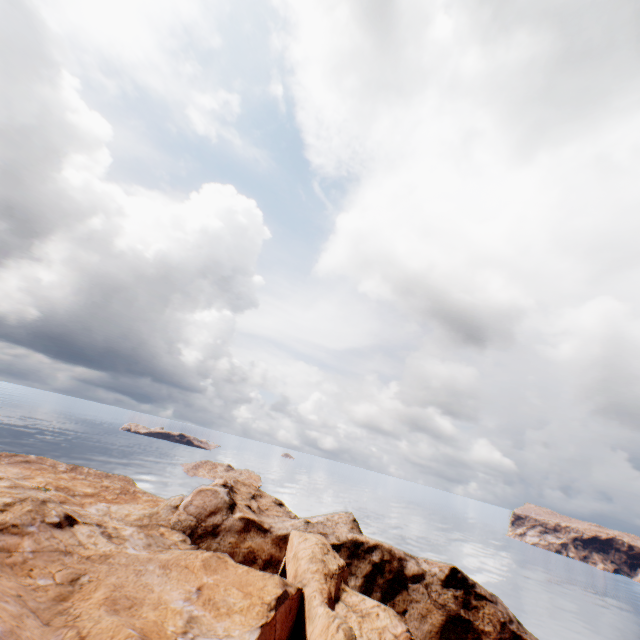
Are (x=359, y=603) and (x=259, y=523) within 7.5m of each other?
no
